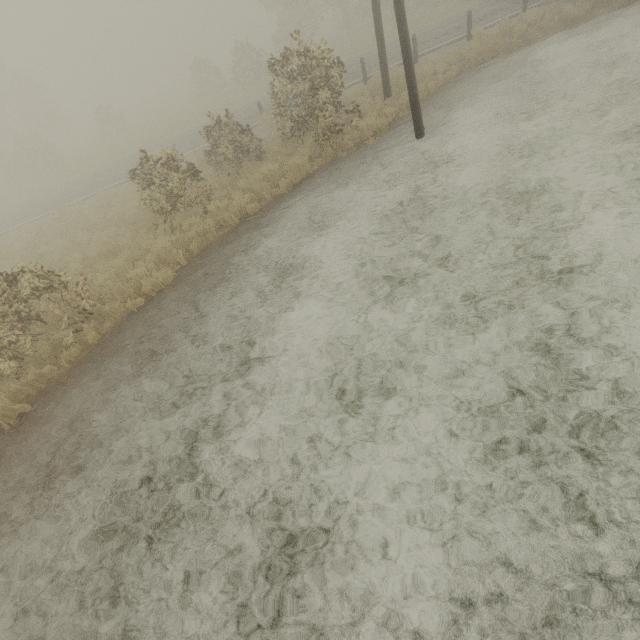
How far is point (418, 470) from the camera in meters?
3.8
